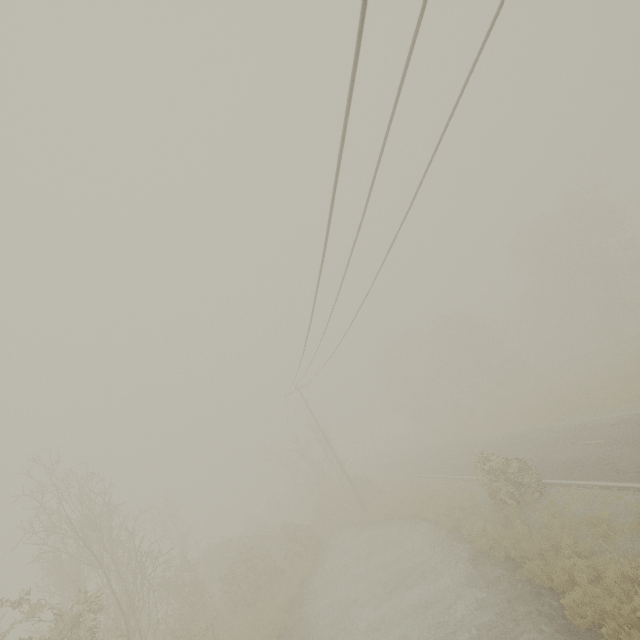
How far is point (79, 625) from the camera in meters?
10.1 m
